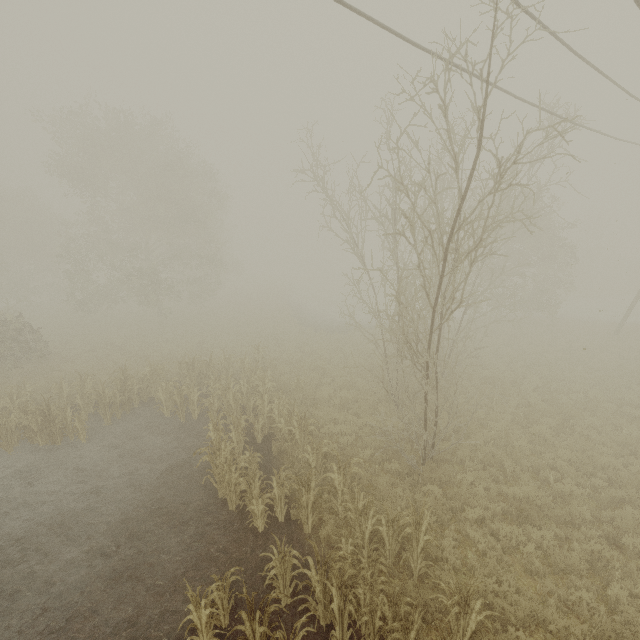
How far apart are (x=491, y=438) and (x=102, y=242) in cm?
3691

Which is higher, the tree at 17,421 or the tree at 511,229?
the tree at 511,229

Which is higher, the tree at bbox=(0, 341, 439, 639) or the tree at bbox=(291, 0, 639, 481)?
the tree at bbox=(291, 0, 639, 481)
